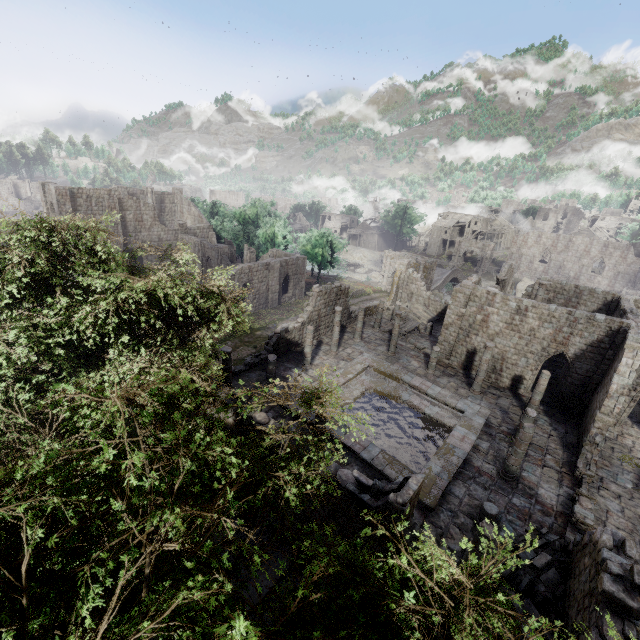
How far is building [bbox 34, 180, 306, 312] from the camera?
37.03m

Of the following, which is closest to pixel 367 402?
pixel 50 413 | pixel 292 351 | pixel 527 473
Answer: pixel 292 351

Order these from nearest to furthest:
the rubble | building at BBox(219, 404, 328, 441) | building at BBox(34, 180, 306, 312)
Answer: the rubble
building at BBox(219, 404, 328, 441)
building at BBox(34, 180, 306, 312)

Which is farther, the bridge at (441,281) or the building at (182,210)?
the bridge at (441,281)

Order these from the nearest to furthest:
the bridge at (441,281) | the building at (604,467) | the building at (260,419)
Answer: the building at (604,467) → the building at (260,419) → the bridge at (441,281)

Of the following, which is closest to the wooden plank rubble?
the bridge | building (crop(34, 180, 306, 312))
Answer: building (crop(34, 180, 306, 312))

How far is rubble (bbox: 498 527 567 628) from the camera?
10.6m
